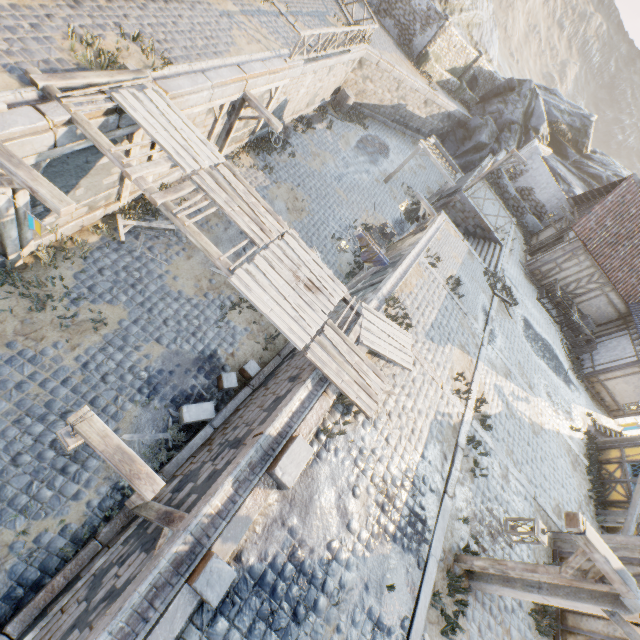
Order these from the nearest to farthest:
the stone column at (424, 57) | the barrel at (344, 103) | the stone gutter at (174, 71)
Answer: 1. the stone gutter at (174, 71)
2. the barrel at (344, 103)
3. the stone column at (424, 57)

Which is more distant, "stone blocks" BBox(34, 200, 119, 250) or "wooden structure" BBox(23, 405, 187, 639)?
"stone blocks" BBox(34, 200, 119, 250)

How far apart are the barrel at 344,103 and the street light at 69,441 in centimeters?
2250cm

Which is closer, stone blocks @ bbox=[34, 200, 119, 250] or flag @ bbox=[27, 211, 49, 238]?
flag @ bbox=[27, 211, 49, 238]

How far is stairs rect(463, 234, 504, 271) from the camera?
16.7m

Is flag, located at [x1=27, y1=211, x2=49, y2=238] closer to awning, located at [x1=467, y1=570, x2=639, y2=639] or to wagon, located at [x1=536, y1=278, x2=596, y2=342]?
awning, located at [x1=467, y1=570, x2=639, y2=639]

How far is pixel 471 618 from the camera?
6.5 meters

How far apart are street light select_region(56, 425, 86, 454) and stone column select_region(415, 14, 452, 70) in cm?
3071
